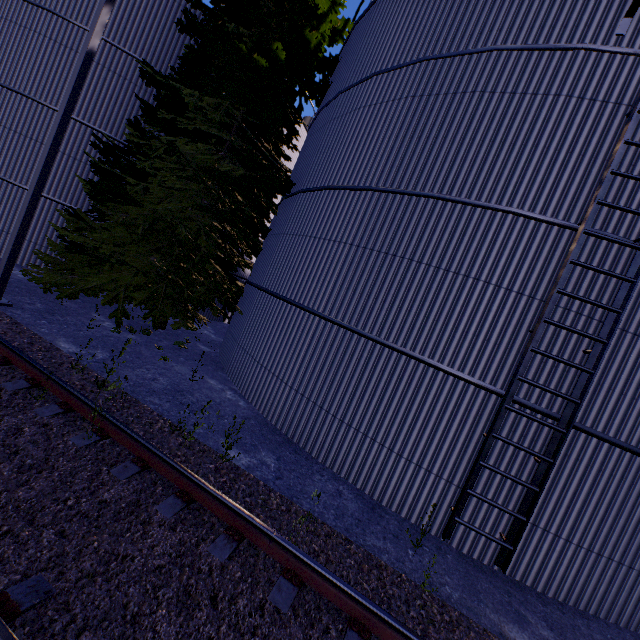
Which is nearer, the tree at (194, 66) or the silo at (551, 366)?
the silo at (551, 366)

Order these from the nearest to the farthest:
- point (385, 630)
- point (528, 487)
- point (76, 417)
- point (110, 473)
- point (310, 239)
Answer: point (385, 630) < point (110, 473) < point (76, 417) < point (528, 487) < point (310, 239)

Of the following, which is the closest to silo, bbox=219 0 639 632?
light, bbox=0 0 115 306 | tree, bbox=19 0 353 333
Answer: tree, bbox=19 0 353 333

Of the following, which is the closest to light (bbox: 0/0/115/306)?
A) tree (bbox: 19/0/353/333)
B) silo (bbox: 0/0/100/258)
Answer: tree (bbox: 19/0/353/333)

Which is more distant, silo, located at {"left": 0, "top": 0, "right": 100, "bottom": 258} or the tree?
silo, located at {"left": 0, "top": 0, "right": 100, "bottom": 258}

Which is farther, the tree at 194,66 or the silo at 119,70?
the silo at 119,70

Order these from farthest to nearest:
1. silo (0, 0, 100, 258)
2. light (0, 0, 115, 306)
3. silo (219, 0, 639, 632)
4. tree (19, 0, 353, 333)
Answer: silo (0, 0, 100, 258) → tree (19, 0, 353, 333) → light (0, 0, 115, 306) → silo (219, 0, 639, 632)
